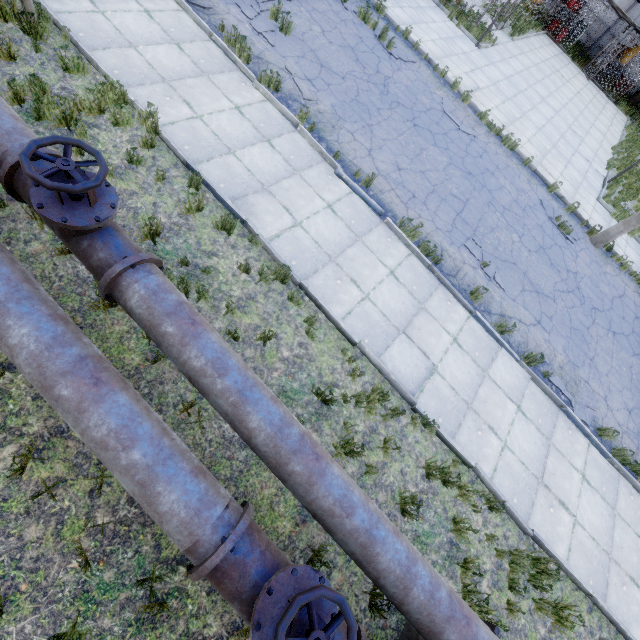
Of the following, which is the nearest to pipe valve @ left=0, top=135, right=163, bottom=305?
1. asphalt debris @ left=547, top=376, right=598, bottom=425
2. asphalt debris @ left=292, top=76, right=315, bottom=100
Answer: asphalt debris @ left=292, top=76, right=315, bottom=100

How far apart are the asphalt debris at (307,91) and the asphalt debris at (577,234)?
8.89m

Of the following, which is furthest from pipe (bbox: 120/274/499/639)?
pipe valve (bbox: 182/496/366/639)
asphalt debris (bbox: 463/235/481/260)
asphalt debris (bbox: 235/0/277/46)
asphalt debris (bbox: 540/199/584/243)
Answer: asphalt debris (bbox: 540/199/584/243)

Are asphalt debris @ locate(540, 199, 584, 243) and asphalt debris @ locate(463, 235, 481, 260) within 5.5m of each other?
yes

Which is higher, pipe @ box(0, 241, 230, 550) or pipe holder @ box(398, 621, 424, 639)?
pipe @ box(0, 241, 230, 550)

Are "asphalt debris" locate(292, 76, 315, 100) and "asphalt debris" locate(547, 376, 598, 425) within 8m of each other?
no

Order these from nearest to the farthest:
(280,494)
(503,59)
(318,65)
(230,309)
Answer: (280,494) < (230,309) < (318,65) < (503,59)

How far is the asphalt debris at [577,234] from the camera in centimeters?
1127cm
